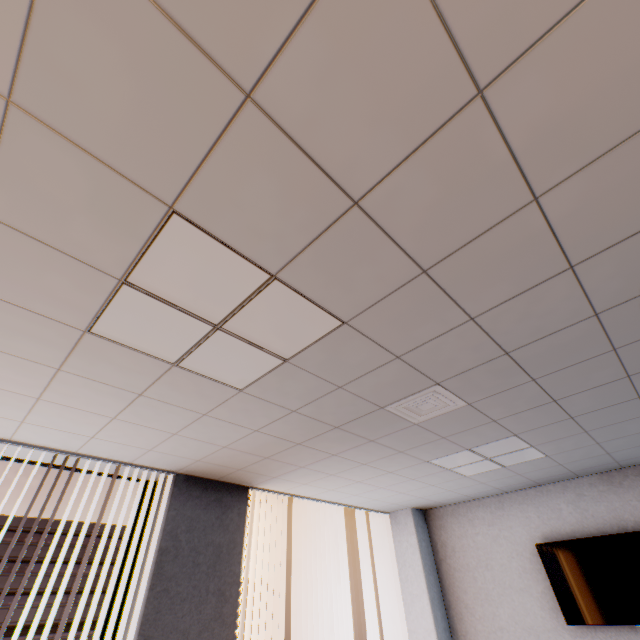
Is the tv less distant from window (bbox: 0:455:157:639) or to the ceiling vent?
the ceiling vent

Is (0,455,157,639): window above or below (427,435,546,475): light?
below

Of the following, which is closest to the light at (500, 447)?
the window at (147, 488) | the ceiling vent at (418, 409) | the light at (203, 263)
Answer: the ceiling vent at (418, 409)

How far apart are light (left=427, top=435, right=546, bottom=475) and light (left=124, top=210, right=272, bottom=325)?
2.51m

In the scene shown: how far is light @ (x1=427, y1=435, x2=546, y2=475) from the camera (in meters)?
3.35

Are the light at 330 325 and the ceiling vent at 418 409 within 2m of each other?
yes

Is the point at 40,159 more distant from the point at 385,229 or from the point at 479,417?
the point at 479,417

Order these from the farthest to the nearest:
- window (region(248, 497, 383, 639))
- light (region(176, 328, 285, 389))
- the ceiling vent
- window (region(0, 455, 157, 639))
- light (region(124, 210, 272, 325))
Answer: window (region(248, 497, 383, 639)) → window (region(0, 455, 157, 639)) → the ceiling vent → light (region(176, 328, 285, 389)) → light (region(124, 210, 272, 325))
